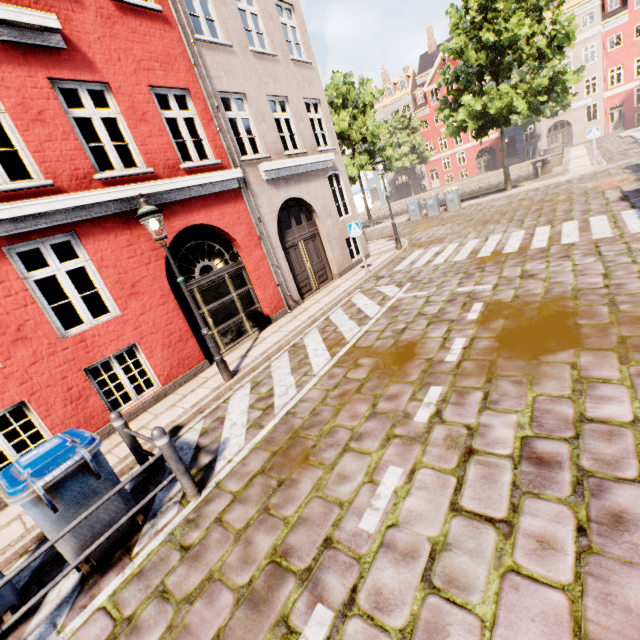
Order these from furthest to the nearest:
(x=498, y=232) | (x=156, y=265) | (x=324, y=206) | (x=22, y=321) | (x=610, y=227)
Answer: (x=324, y=206)
(x=498, y=232)
(x=610, y=227)
(x=156, y=265)
(x=22, y=321)

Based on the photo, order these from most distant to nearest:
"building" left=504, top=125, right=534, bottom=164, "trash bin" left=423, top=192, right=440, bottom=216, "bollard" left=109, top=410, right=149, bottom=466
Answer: "building" left=504, top=125, right=534, bottom=164, "trash bin" left=423, top=192, right=440, bottom=216, "bollard" left=109, top=410, right=149, bottom=466

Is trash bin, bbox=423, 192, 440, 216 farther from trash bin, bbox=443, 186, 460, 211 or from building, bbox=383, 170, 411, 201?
building, bbox=383, 170, 411, 201

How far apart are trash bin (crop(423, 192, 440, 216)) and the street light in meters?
18.9

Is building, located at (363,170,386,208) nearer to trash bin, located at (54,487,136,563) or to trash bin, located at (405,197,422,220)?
trash bin, located at (54,487,136,563)

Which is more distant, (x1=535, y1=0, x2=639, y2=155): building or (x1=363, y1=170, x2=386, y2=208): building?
(x1=363, y1=170, x2=386, y2=208): building

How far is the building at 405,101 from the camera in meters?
42.8
